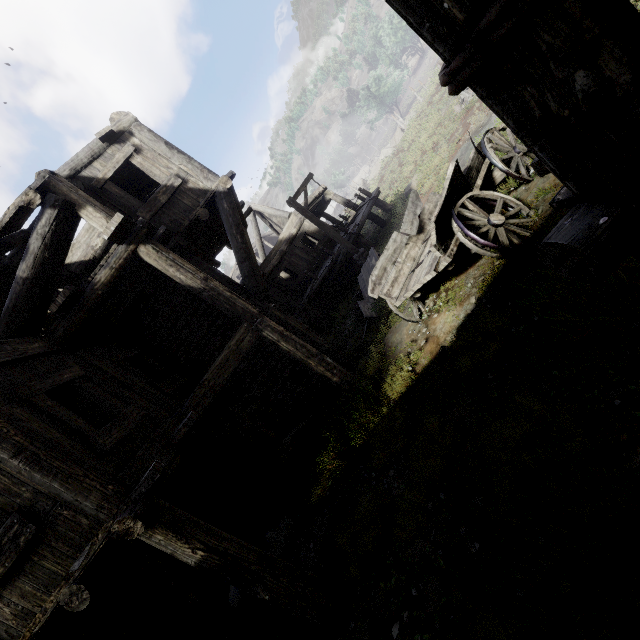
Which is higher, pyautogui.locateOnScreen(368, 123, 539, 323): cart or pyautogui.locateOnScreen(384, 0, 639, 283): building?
pyautogui.locateOnScreen(384, 0, 639, 283): building

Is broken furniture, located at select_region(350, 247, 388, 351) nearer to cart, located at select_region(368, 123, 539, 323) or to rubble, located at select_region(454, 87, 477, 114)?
cart, located at select_region(368, 123, 539, 323)

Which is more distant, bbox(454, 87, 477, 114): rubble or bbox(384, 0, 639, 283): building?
bbox(454, 87, 477, 114): rubble

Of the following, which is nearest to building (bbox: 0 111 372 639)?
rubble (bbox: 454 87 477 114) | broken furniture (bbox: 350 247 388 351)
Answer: broken furniture (bbox: 350 247 388 351)

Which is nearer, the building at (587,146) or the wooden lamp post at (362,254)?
the building at (587,146)

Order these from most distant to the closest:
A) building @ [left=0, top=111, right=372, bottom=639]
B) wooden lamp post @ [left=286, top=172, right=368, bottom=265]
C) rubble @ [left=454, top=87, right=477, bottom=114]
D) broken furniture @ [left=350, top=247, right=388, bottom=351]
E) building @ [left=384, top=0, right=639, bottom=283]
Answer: rubble @ [left=454, top=87, right=477, bottom=114]
wooden lamp post @ [left=286, top=172, right=368, bottom=265]
broken furniture @ [left=350, top=247, right=388, bottom=351]
building @ [left=0, top=111, right=372, bottom=639]
building @ [left=384, top=0, right=639, bottom=283]

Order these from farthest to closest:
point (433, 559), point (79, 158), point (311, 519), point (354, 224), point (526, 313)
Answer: point (354, 224), point (79, 158), point (311, 519), point (526, 313), point (433, 559)

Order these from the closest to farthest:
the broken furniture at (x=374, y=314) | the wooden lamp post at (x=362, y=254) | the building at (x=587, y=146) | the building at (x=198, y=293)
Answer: the building at (x=587, y=146), the building at (x=198, y=293), the broken furniture at (x=374, y=314), the wooden lamp post at (x=362, y=254)
